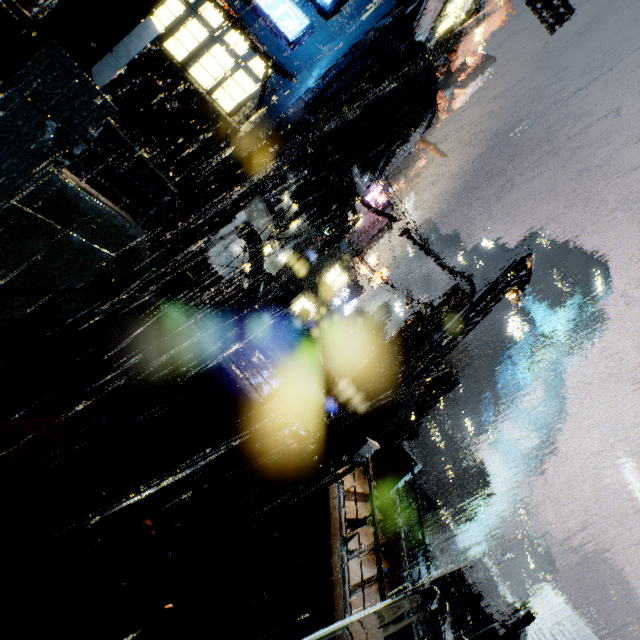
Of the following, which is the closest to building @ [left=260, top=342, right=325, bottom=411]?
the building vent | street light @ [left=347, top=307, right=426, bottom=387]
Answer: the building vent

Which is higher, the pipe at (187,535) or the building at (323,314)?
the building at (323,314)

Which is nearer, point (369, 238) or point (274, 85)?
point (274, 85)

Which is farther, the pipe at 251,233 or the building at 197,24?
the pipe at 251,233

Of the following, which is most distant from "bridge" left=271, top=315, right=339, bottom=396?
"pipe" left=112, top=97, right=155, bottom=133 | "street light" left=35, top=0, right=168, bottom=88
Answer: "street light" left=35, top=0, right=168, bottom=88

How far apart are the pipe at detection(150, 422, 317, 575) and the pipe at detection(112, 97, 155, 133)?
13.23m
